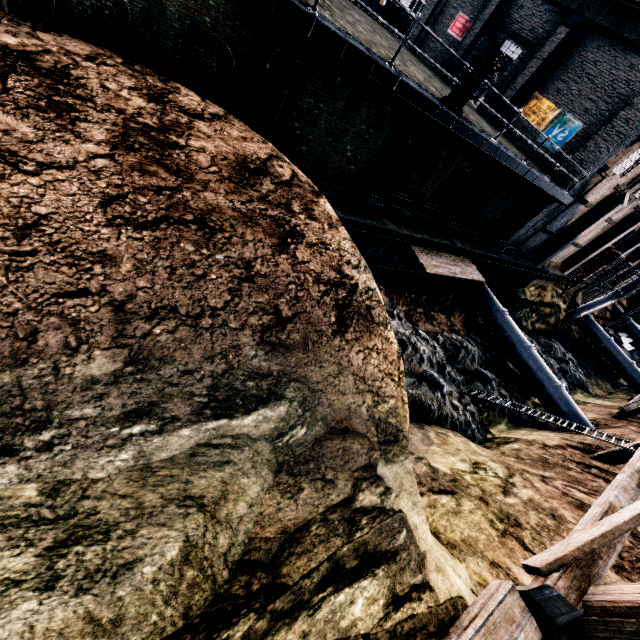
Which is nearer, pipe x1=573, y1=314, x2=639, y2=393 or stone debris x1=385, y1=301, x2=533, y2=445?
stone debris x1=385, y1=301, x2=533, y2=445

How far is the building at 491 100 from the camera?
20.7 meters

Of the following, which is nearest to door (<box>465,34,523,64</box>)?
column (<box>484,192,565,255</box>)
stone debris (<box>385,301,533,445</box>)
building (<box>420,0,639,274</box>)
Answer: building (<box>420,0,639,274</box>)

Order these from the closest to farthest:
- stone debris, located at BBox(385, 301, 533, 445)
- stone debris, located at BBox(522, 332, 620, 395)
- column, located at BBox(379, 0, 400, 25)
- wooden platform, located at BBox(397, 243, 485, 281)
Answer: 1. stone debris, located at BBox(385, 301, 533, 445)
2. wooden platform, located at BBox(397, 243, 485, 281)
3. stone debris, located at BBox(522, 332, 620, 395)
4. column, located at BBox(379, 0, 400, 25)

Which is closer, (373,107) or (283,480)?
(283,480)

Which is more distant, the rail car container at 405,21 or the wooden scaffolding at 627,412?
the rail car container at 405,21

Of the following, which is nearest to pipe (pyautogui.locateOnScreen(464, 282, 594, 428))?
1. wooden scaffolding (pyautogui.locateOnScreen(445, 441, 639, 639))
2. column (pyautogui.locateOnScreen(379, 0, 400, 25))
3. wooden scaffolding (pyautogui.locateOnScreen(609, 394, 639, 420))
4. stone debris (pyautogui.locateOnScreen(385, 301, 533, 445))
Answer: stone debris (pyautogui.locateOnScreen(385, 301, 533, 445))

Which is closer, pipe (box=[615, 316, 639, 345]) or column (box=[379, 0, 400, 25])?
column (box=[379, 0, 400, 25])
